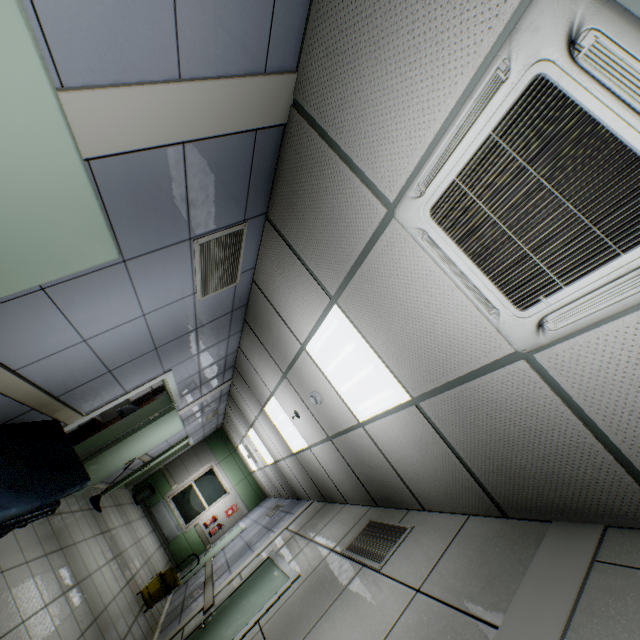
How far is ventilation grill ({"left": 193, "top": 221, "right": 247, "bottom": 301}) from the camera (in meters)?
2.66

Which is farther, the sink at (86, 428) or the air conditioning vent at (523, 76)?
the sink at (86, 428)

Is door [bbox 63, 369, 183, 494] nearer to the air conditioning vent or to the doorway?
the doorway

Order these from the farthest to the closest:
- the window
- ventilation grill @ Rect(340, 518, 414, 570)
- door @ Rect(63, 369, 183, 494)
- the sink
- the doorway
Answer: the window < the sink < door @ Rect(63, 369, 183, 494) < the doorway < ventilation grill @ Rect(340, 518, 414, 570)

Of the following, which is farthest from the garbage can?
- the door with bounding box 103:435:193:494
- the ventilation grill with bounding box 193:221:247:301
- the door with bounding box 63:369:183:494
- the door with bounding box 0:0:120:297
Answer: the door with bounding box 0:0:120:297

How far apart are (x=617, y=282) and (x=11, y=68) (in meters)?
2.17

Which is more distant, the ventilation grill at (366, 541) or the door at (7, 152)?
the ventilation grill at (366, 541)

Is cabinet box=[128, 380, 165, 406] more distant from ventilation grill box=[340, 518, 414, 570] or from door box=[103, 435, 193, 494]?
ventilation grill box=[340, 518, 414, 570]
